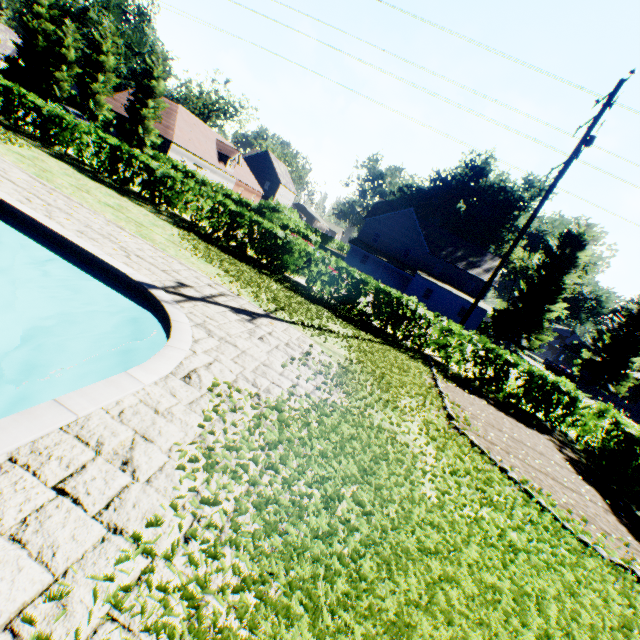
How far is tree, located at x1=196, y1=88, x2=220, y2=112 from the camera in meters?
55.7 m

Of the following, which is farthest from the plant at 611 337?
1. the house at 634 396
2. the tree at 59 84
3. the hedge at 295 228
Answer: the hedge at 295 228

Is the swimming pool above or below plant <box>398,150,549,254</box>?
below

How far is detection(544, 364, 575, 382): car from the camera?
43.62m

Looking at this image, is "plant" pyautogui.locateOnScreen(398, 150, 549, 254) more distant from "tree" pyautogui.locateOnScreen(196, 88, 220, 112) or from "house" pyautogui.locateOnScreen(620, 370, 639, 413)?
"tree" pyautogui.locateOnScreen(196, 88, 220, 112)

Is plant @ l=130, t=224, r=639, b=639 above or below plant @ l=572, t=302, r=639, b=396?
below

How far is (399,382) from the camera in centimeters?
834cm

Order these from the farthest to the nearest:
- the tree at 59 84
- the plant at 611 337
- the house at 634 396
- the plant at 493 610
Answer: the plant at 611 337 → the house at 634 396 → the tree at 59 84 → the plant at 493 610
